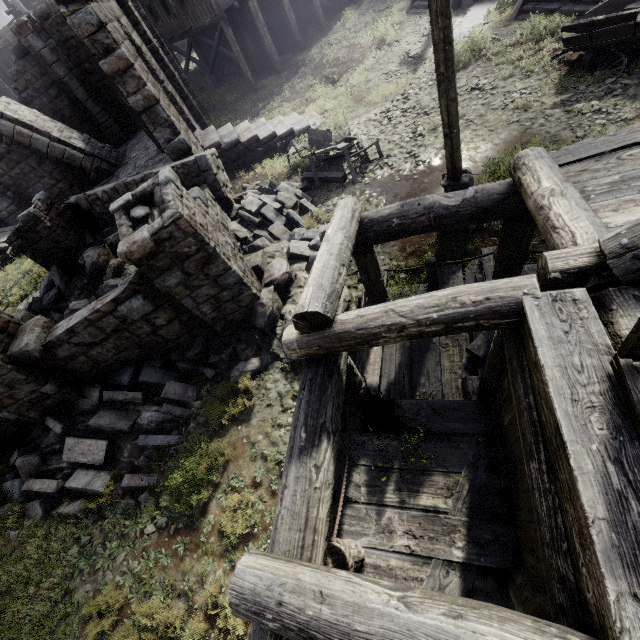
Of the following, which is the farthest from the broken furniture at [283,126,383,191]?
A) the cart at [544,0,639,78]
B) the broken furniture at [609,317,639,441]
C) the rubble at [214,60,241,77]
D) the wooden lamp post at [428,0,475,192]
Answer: the rubble at [214,60,241,77]

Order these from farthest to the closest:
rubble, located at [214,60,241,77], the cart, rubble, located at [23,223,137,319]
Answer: rubble, located at [214,60,241,77], rubble, located at [23,223,137,319], the cart

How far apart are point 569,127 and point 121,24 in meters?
14.4

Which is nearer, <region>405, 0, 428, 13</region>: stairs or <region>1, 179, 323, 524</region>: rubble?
<region>1, 179, 323, 524</region>: rubble

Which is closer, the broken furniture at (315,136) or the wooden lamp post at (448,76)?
the wooden lamp post at (448,76)

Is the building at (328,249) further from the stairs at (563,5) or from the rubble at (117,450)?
the stairs at (563,5)

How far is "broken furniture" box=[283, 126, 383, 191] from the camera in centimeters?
1027cm

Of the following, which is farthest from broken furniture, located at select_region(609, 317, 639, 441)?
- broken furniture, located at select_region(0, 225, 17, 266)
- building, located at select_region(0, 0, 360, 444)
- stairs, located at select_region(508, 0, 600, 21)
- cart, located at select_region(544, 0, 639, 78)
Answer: broken furniture, located at select_region(0, 225, 17, 266)
